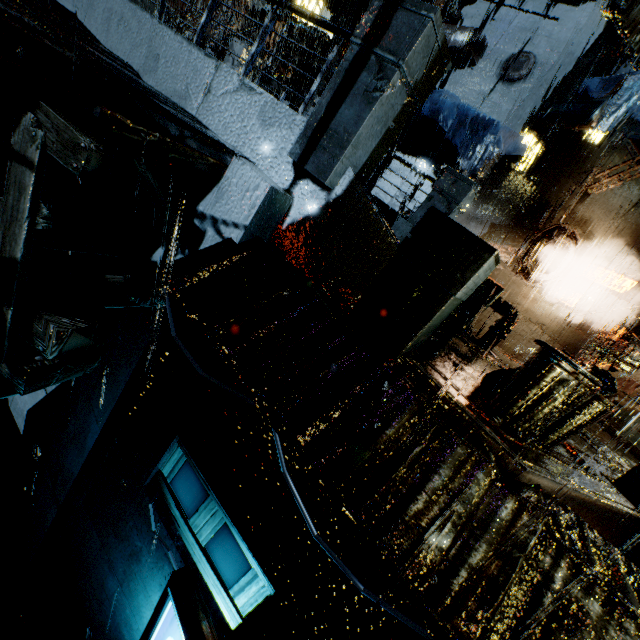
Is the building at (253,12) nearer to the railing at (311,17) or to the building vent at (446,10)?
the building vent at (446,10)

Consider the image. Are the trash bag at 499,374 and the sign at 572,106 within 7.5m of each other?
no

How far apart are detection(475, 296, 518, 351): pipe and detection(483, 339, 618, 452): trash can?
4.1m

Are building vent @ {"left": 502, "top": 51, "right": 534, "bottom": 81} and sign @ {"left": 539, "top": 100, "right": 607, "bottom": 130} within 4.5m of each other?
yes

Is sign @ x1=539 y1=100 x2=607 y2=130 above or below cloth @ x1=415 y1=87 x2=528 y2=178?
above

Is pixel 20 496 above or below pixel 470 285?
below

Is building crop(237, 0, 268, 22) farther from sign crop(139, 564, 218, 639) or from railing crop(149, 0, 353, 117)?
railing crop(149, 0, 353, 117)

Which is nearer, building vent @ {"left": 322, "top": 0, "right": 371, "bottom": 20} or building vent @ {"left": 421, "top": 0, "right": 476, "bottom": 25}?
building vent @ {"left": 421, "top": 0, "right": 476, "bottom": 25}
